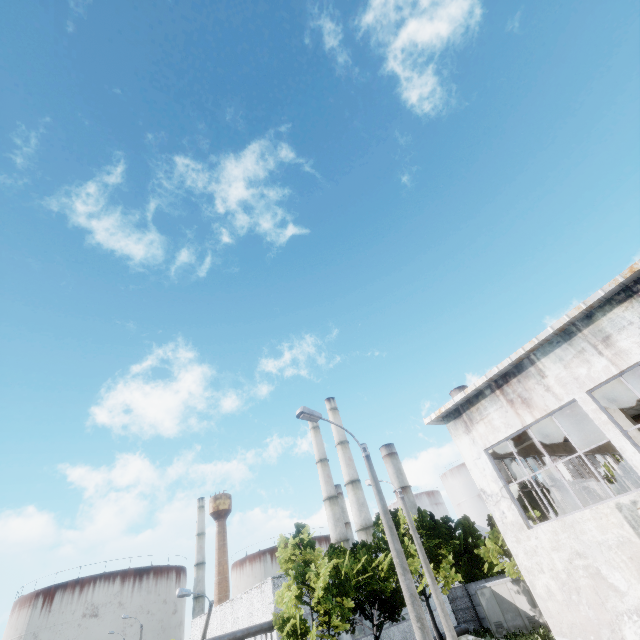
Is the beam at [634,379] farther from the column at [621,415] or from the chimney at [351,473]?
the chimney at [351,473]

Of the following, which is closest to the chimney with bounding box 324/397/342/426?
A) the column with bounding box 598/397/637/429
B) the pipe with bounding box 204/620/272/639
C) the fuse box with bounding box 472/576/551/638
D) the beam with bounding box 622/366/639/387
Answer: the pipe with bounding box 204/620/272/639

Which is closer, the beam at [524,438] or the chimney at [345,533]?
the beam at [524,438]

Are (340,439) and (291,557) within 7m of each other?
no

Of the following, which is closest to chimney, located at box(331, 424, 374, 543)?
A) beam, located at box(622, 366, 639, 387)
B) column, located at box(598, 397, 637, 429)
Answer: beam, located at box(622, 366, 639, 387)

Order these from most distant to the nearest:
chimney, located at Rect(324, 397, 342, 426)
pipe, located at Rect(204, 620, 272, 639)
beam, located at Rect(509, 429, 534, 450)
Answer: chimney, located at Rect(324, 397, 342, 426)
pipe, located at Rect(204, 620, 272, 639)
beam, located at Rect(509, 429, 534, 450)

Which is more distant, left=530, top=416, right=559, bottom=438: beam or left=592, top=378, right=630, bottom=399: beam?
left=530, top=416, right=559, bottom=438: beam
